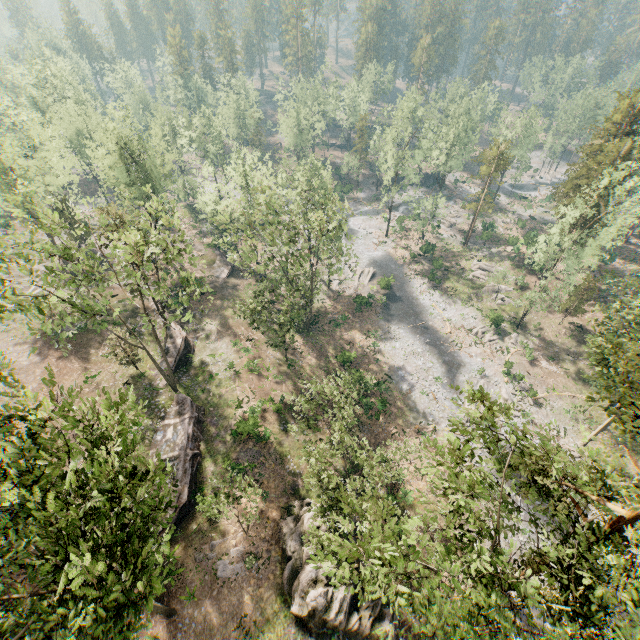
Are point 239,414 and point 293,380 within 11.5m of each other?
yes

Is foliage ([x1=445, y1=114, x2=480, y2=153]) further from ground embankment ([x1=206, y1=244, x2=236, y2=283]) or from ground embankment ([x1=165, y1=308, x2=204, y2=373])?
ground embankment ([x1=165, y1=308, x2=204, y2=373])

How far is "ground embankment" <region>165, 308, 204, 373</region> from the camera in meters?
34.8 m

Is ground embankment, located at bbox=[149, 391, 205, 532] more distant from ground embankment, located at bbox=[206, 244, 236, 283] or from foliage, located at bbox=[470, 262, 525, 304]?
ground embankment, located at bbox=[206, 244, 236, 283]

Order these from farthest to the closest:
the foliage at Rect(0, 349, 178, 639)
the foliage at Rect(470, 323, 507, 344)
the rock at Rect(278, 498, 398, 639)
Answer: the foliage at Rect(470, 323, 507, 344) → the rock at Rect(278, 498, 398, 639) → the foliage at Rect(0, 349, 178, 639)

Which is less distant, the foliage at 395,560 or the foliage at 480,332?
the foliage at 395,560

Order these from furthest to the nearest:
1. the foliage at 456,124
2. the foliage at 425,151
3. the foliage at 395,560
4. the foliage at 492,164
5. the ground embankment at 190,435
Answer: the foliage at 456,124 → the foliage at 425,151 → the foliage at 492,164 → the ground embankment at 190,435 → the foliage at 395,560

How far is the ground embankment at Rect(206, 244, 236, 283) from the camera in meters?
49.1 m
